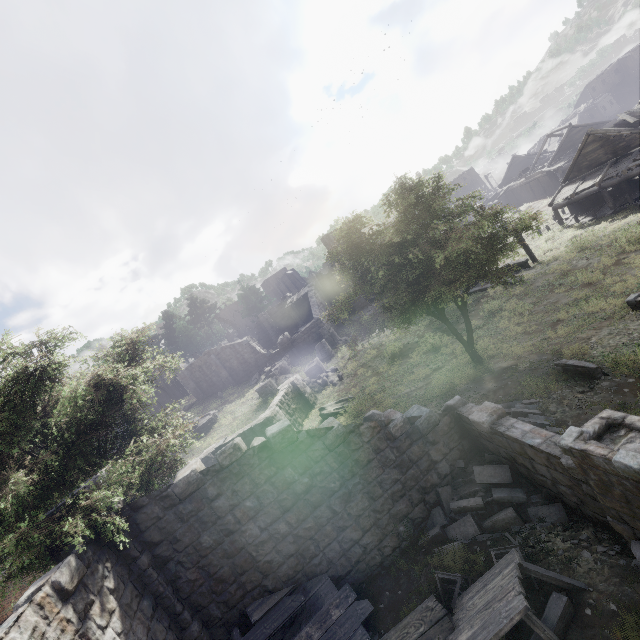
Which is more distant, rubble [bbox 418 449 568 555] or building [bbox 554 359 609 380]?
building [bbox 554 359 609 380]

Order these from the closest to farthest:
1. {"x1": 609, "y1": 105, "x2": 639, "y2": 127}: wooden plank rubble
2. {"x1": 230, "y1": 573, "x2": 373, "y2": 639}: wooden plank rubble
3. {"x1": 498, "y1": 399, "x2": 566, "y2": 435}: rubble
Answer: {"x1": 230, "y1": 573, "x2": 373, "y2": 639}: wooden plank rubble
{"x1": 498, "y1": 399, "x2": 566, "y2": 435}: rubble
{"x1": 609, "y1": 105, "x2": 639, "y2": 127}: wooden plank rubble

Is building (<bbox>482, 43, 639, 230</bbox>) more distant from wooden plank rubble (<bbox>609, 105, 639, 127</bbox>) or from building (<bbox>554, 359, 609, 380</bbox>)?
building (<bbox>554, 359, 609, 380</bbox>)

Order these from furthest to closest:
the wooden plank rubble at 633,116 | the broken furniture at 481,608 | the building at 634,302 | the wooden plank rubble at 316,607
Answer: the wooden plank rubble at 633,116 < the building at 634,302 < the wooden plank rubble at 316,607 < the broken furniture at 481,608

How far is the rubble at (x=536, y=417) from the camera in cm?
985

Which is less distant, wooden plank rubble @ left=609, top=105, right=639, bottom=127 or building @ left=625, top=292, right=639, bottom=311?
building @ left=625, top=292, right=639, bottom=311

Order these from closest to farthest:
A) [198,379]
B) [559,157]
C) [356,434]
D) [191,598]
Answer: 1. [191,598]
2. [356,434]
3. [559,157]
4. [198,379]

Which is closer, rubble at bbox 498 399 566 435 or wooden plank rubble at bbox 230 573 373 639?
wooden plank rubble at bbox 230 573 373 639
